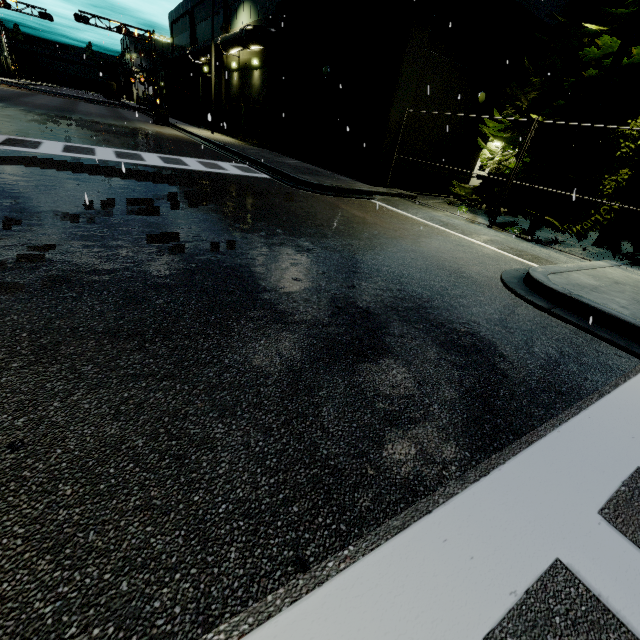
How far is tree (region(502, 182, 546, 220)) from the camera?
11.12m

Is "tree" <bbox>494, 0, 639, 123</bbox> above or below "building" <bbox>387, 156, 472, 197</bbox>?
above

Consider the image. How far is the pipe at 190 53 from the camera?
26.1m

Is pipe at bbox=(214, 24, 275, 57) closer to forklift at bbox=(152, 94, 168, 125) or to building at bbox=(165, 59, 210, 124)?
building at bbox=(165, 59, 210, 124)

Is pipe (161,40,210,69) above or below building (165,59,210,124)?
above

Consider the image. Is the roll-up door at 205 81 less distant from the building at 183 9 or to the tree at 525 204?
the building at 183 9

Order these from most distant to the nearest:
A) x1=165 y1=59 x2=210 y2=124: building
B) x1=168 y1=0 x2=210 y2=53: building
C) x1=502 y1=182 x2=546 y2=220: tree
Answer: x1=165 y1=59 x2=210 y2=124: building < x1=168 y1=0 x2=210 y2=53: building < x1=502 y1=182 x2=546 y2=220: tree

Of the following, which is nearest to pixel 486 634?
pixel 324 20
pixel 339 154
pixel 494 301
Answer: pixel 494 301
